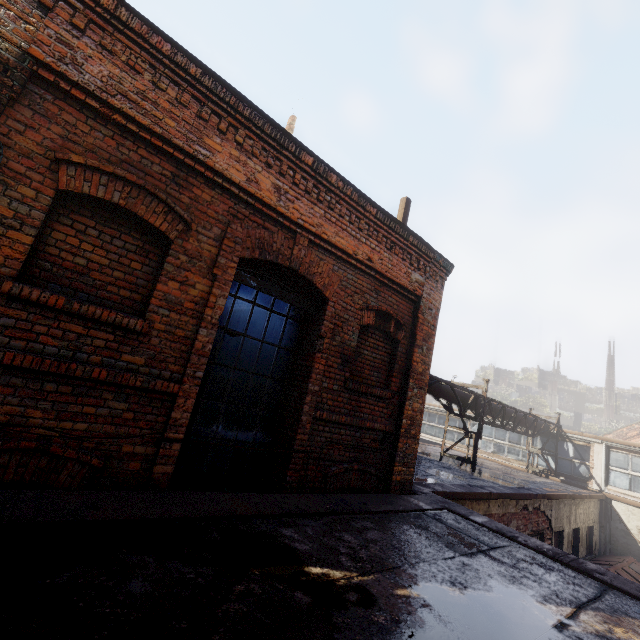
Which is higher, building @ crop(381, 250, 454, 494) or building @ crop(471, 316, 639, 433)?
building @ crop(471, 316, 639, 433)

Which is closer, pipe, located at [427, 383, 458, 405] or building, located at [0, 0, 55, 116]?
building, located at [0, 0, 55, 116]

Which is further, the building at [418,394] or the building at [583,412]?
the building at [583,412]

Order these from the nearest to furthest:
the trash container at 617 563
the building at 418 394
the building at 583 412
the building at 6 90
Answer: the building at 6 90
the building at 418 394
the trash container at 617 563
the building at 583 412

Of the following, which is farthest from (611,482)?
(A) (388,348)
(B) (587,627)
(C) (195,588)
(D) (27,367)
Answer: (D) (27,367)

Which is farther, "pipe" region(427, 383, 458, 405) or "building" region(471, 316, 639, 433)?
"building" region(471, 316, 639, 433)

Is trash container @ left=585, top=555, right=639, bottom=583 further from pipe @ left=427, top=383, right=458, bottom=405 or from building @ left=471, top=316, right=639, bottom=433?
building @ left=471, top=316, right=639, bottom=433

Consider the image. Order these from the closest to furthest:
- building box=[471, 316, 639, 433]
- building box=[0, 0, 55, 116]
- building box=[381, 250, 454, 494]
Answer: building box=[0, 0, 55, 116] → building box=[381, 250, 454, 494] → building box=[471, 316, 639, 433]
